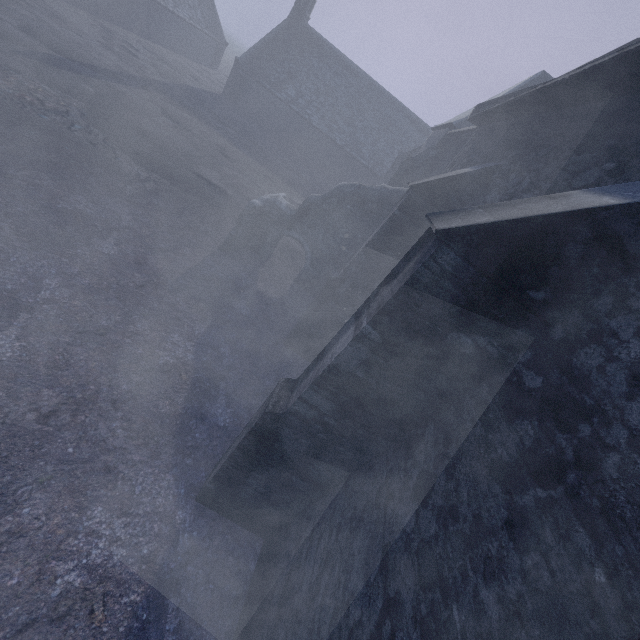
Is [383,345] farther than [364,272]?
No

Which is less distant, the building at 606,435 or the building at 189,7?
the building at 606,435

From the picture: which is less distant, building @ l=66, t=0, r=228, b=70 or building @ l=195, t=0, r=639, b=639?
building @ l=195, t=0, r=639, b=639
